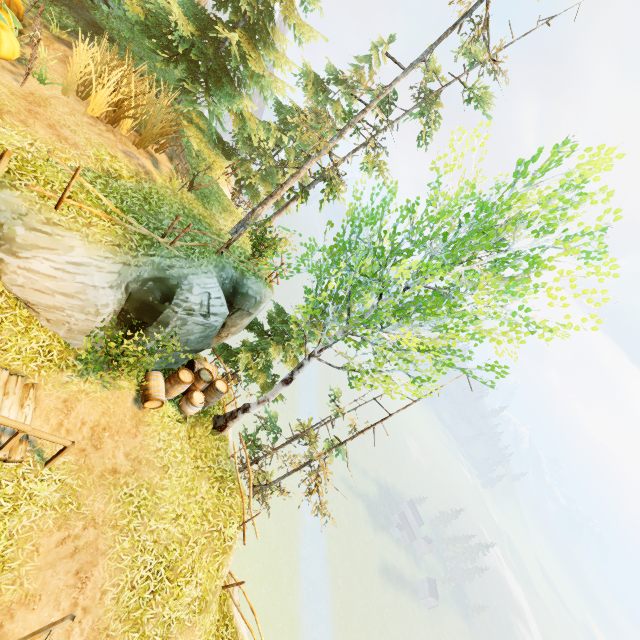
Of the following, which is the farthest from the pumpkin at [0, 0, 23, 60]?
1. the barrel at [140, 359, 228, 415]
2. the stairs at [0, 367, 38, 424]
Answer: the barrel at [140, 359, 228, 415]

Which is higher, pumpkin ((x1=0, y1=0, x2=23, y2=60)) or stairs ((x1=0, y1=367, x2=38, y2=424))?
pumpkin ((x1=0, y1=0, x2=23, y2=60))

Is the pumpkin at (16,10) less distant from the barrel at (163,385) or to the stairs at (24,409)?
the stairs at (24,409)

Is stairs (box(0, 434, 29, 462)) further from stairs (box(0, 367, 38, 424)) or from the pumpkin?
the pumpkin

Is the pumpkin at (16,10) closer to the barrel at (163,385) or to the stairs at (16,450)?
the stairs at (16,450)

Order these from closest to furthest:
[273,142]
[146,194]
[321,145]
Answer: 1. [146,194]
2. [321,145]
3. [273,142]

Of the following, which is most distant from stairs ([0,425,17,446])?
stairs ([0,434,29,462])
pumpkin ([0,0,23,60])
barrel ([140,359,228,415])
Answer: pumpkin ([0,0,23,60])

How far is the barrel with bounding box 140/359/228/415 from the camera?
9.9m
